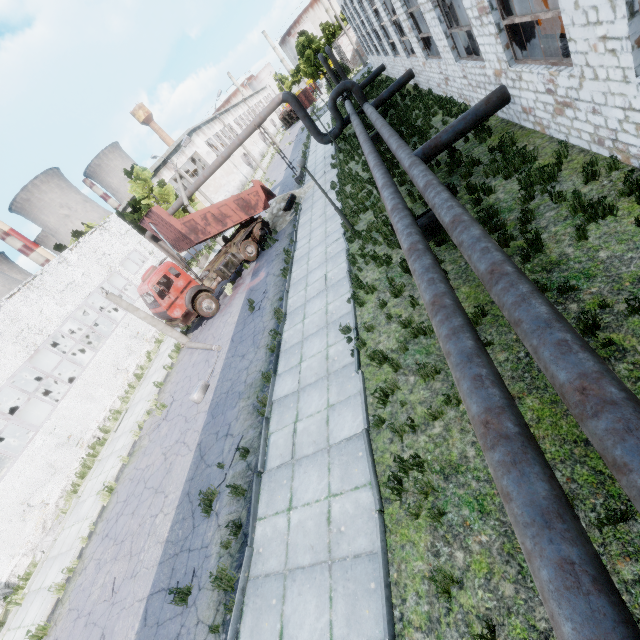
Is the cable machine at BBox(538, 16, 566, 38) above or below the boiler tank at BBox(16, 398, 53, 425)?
below

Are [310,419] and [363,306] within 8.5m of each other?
yes

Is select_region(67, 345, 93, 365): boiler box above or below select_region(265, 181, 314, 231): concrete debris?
above

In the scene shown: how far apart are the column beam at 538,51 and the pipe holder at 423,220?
4.00m

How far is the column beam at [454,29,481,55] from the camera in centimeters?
1191cm

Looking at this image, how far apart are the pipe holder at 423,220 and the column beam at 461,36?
7.6 meters

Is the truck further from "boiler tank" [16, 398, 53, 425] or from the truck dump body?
"boiler tank" [16, 398, 53, 425]

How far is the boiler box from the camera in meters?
26.9 m
